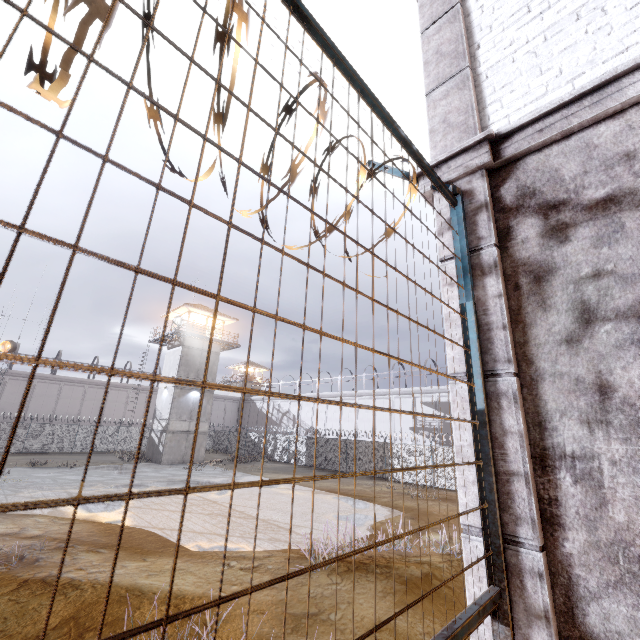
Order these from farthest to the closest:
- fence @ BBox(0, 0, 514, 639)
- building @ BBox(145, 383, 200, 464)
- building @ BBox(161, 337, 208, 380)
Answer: building @ BBox(161, 337, 208, 380) < building @ BBox(145, 383, 200, 464) < fence @ BBox(0, 0, 514, 639)

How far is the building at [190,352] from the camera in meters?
31.2

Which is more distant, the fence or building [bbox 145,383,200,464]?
building [bbox 145,383,200,464]

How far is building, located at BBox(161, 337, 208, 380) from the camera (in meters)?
31.25

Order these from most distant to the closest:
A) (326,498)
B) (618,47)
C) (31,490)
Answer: →
1. (326,498)
2. (31,490)
3. (618,47)

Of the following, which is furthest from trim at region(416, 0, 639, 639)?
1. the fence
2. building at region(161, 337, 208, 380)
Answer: building at region(161, 337, 208, 380)

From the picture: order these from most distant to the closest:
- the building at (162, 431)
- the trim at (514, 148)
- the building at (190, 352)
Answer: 1. the building at (190, 352)
2. the building at (162, 431)
3. the trim at (514, 148)

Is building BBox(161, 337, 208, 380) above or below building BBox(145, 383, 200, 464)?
above
